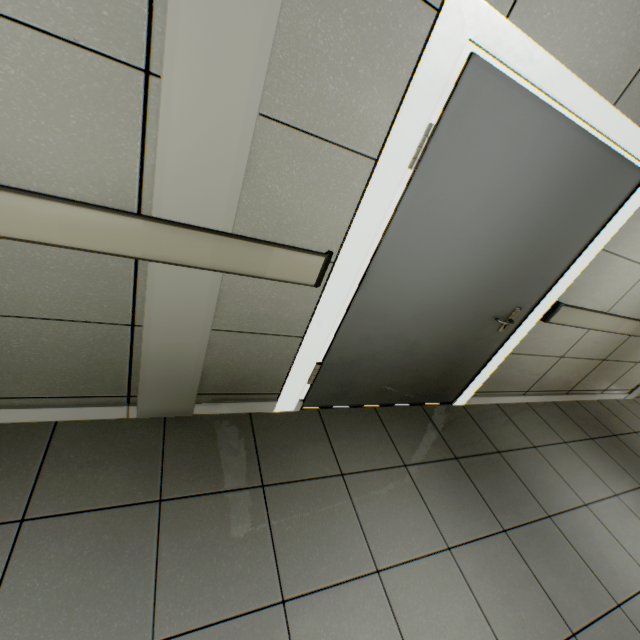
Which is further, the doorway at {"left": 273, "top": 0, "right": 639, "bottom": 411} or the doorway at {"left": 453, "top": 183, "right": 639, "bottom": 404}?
the doorway at {"left": 453, "top": 183, "right": 639, "bottom": 404}

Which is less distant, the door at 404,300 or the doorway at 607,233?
the door at 404,300

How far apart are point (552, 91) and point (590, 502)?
2.92m

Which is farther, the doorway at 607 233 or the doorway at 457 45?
the doorway at 607 233

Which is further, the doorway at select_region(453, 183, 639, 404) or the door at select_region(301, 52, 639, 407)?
the doorway at select_region(453, 183, 639, 404)
